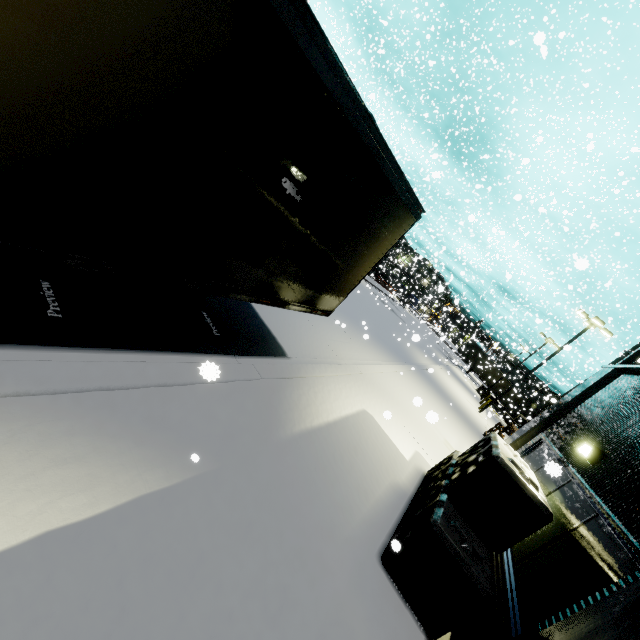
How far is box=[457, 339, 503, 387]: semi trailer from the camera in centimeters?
4324cm

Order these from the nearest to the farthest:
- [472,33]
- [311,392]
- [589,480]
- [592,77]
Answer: [589,480], [311,392], [472,33], [592,77]

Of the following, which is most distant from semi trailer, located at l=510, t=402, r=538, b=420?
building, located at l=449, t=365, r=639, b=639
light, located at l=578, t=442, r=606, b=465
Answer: light, located at l=578, t=442, r=606, b=465

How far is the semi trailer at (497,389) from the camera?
→ 44.44m

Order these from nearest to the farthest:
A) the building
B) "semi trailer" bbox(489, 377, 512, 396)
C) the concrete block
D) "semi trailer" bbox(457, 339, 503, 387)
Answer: the building < the concrete block < "semi trailer" bbox(457, 339, 503, 387) < "semi trailer" bbox(489, 377, 512, 396)

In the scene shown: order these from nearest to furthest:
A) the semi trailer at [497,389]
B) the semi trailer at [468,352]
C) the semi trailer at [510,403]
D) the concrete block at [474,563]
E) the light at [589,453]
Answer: the concrete block at [474,563] → the light at [589,453] → the semi trailer at [510,403] → the semi trailer at [468,352] → the semi trailer at [497,389]

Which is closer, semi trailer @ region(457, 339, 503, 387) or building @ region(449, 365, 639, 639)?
building @ region(449, 365, 639, 639)

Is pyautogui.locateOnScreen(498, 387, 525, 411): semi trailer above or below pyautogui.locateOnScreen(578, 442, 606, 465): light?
below
